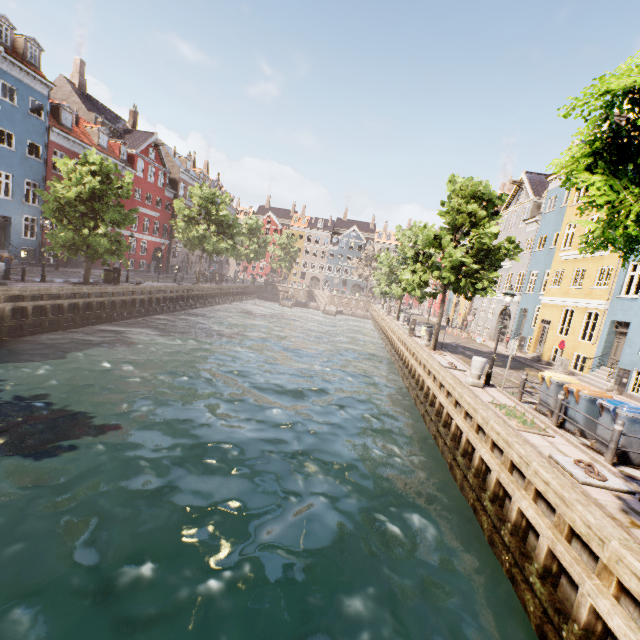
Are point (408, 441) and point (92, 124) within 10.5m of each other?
no

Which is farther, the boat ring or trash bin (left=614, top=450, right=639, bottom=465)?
trash bin (left=614, top=450, right=639, bottom=465)

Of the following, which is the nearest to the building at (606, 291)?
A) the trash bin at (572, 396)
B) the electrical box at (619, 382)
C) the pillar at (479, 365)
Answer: the pillar at (479, 365)

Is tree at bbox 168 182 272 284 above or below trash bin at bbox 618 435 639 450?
above

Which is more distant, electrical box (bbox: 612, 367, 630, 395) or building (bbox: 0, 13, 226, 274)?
building (bbox: 0, 13, 226, 274)

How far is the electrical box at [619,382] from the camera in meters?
15.1

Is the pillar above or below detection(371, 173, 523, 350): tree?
below

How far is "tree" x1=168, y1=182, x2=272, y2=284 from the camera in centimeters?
3231cm
